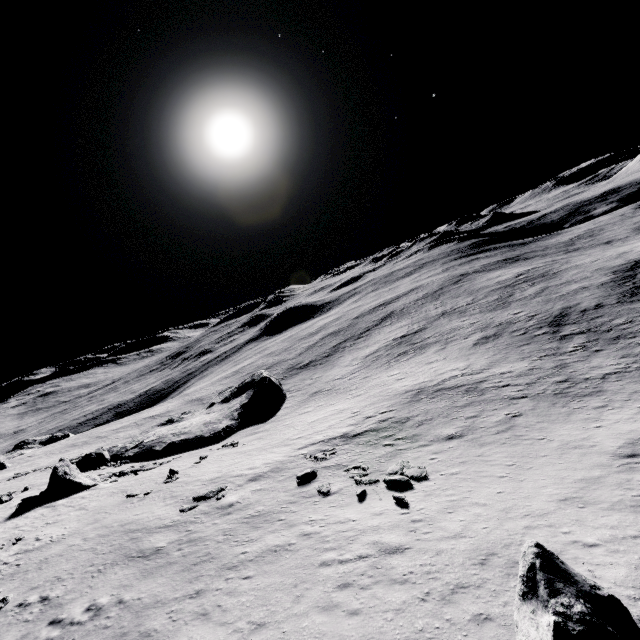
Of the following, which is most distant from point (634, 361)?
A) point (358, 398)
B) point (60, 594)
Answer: point (60, 594)

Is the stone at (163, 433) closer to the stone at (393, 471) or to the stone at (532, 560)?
the stone at (393, 471)

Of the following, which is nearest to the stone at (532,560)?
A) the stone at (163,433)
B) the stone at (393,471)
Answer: the stone at (393,471)

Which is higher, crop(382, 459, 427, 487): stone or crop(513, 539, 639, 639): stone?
crop(513, 539, 639, 639): stone

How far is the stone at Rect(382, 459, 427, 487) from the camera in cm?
1562

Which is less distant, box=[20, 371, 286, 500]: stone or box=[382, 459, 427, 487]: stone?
box=[382, 459, 427, 487]: stone

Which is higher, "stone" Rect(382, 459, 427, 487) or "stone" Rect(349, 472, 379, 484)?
"stone" Rect(349, 472, 379, 484)

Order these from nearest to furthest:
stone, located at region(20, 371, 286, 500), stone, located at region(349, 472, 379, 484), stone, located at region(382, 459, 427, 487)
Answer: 1. stone, located at region(382, 459, 427, 487)
2. stone, located at region(349, 472, 379, 484)
3. stone, located at region(20, 371, 286, 500)
